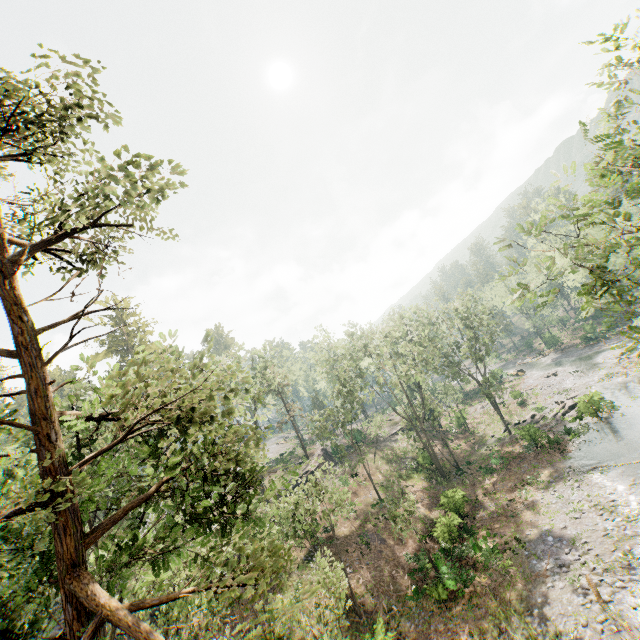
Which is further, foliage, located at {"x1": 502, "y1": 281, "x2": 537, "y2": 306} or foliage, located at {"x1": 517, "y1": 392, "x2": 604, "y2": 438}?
foliage, located at {"x1": 517, "y1": 392, "x2": 604, "y2": 438}

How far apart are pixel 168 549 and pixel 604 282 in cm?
1324

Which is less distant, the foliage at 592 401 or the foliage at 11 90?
the foliage at 11 90

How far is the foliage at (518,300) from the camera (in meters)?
8.77

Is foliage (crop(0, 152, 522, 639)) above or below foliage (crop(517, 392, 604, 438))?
above
